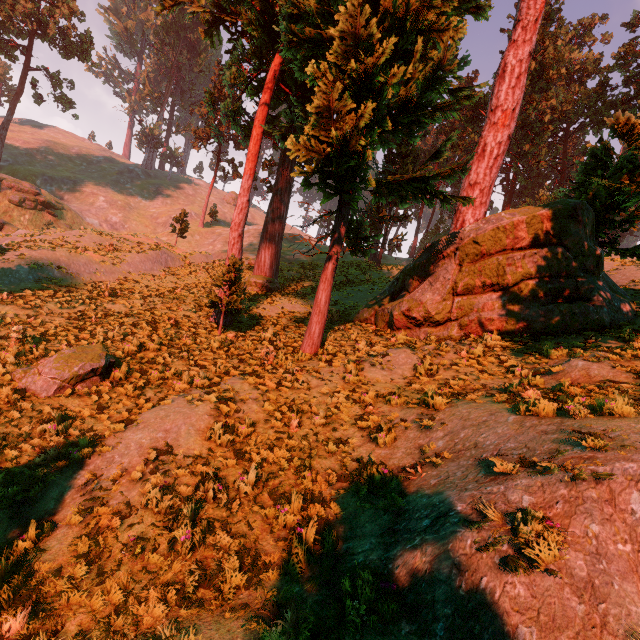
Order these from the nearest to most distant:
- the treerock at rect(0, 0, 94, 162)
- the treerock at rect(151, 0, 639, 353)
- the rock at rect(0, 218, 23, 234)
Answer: the treerock at rect(151, 0, 639, 353) < the rock at rect(0, 218, 23, 234) < the treerock at rect(0, 0, 94, 162)

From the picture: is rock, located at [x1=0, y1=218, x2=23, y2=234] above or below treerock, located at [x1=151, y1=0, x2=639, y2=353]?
below

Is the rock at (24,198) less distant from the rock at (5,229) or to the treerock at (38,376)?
the rock at (5,229)

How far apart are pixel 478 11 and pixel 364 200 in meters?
6.8

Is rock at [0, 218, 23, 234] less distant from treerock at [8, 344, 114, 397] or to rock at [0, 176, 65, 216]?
rock at [0, 176, 65, 216]

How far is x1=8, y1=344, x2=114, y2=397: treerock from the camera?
8.2 meters

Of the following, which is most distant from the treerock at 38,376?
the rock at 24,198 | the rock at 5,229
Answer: the rock at 5,229
